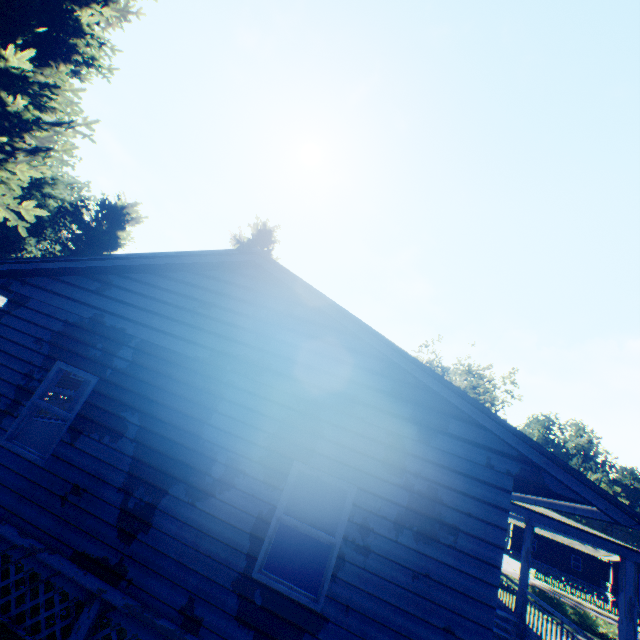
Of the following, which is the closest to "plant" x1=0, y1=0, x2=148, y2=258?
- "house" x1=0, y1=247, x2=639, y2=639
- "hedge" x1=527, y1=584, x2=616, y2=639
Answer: "house" x1=0, y1=247, x2=639, y2=639

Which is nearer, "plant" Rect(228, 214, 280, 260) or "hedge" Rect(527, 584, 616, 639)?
"hedge" Rect(527, 584, 616, 639)

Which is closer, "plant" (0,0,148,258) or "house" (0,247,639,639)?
"house" (0,247,639,639)

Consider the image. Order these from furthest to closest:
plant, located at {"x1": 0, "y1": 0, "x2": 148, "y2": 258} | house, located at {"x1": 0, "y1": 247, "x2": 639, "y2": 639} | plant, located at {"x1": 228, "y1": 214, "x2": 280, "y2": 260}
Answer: plant, located at {"x1": 228, "y1": 214, "x2": 280, "y2": 260}, plant, located at {"x1": 0, "y1": 0, "x2": 148, "y2": 258}, house, located at {"x1": 0, "y1": 247, "x2": 639, "y2": 639}

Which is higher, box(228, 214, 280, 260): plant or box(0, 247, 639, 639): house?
box(228, 214, 280, 260): plant

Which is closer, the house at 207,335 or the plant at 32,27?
the house at 207,335

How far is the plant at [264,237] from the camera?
36.6m

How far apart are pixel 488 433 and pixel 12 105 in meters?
13.0
